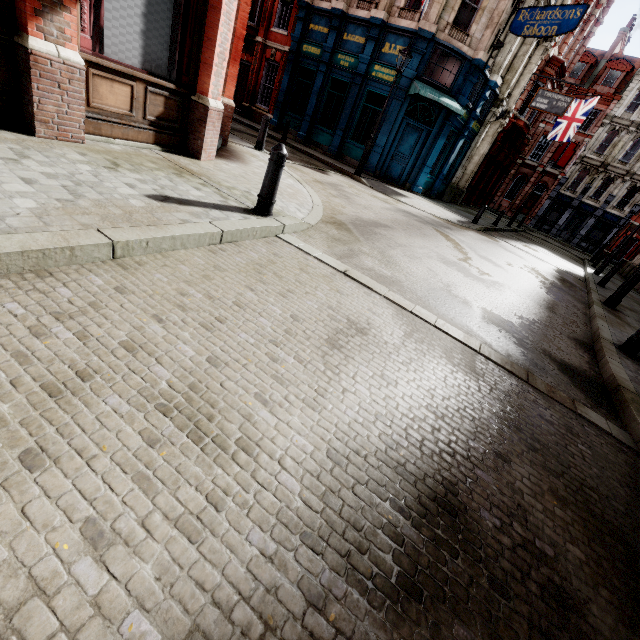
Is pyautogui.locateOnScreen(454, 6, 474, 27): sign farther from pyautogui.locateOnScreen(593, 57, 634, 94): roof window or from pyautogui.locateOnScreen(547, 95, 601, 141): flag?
pyautogui.locateOnScreen(593, 57, 634, 94): roof window

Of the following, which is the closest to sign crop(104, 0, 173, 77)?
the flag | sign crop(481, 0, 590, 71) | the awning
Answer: the awning

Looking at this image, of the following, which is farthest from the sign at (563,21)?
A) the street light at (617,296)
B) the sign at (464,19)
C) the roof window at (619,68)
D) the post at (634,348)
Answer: the roof window at (619,68)

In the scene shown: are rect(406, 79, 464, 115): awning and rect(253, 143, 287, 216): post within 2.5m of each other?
no

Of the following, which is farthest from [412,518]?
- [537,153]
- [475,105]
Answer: [537,153]

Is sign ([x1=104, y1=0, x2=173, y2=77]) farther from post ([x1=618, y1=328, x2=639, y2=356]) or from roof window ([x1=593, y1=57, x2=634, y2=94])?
roof window ([x1=593, y1=57, x2=634, y2=94])

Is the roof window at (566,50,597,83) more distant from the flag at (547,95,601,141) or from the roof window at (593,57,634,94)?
the flag at (547,95,601,141)

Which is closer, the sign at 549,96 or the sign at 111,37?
the sign at 111,37
